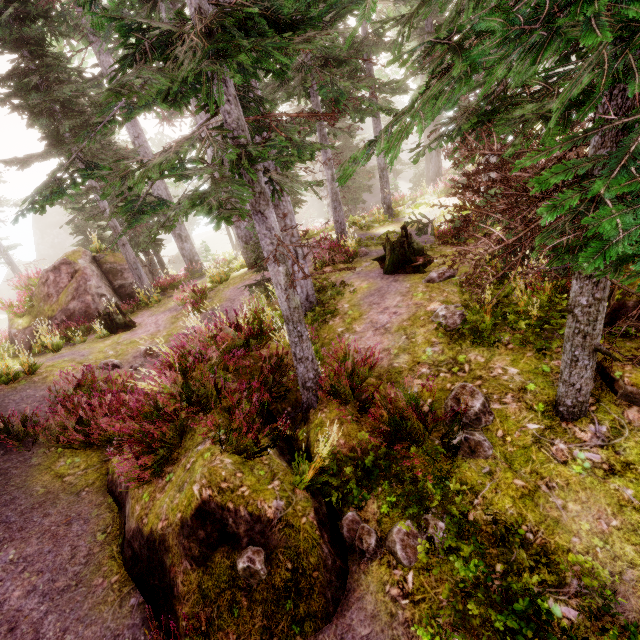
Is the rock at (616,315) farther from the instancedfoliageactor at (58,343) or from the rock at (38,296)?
the rock at (38,296)

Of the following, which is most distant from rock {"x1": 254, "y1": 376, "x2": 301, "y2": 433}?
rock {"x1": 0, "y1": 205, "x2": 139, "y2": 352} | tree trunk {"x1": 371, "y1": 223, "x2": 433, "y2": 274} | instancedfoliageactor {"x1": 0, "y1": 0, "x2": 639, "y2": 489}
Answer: rock {"x1": 0, "y1": 205, "x2": 139, "y2": 352}

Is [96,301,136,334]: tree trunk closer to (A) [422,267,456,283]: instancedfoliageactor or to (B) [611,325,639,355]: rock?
(A) [422,267,456,283]: instancedfoliageactor

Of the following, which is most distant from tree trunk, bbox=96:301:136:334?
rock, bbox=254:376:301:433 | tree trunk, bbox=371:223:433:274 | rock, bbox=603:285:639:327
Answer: rock, bbox=603:285:639:327

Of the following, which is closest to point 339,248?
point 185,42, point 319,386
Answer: point 319,386

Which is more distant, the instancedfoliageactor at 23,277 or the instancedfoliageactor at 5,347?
the instancedfoliageactor at 23,277

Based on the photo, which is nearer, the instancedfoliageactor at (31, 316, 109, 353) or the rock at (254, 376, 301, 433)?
the rock at (254, 376, 301, 433)

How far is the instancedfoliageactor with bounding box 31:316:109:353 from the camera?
11.7m
